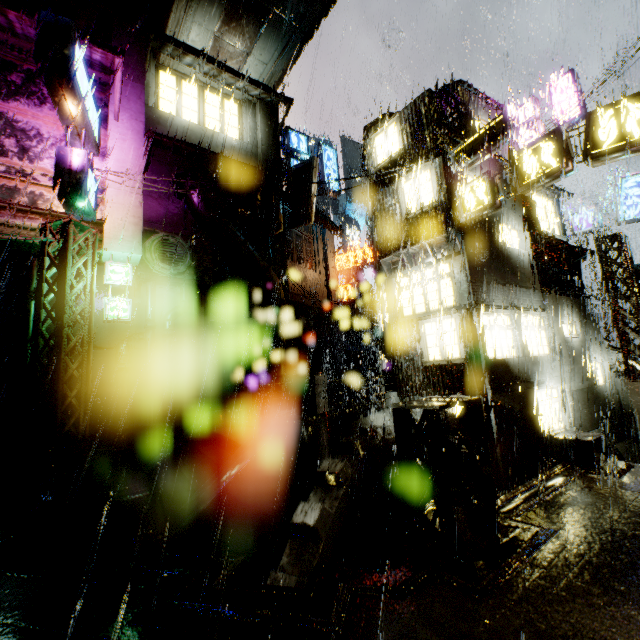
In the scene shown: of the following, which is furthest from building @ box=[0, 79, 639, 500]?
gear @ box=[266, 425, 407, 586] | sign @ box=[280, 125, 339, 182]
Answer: sign @ box=[280, 125, 339, 182]

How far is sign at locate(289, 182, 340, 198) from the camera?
15.53m

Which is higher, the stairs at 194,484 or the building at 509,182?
the building at 509,182

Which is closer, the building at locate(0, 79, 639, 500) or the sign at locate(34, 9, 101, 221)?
the sign at locate(34, 9, 101, 221)

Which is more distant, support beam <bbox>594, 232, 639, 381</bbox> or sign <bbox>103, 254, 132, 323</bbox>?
support beam <bbox>594, 232, 639, 381</bbox>

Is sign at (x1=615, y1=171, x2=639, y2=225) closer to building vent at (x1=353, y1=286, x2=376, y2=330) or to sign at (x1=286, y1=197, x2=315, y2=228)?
sign at (x1=286, y1=197, x2=315, y2=228)

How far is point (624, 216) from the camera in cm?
1582

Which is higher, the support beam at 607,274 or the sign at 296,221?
the sign at 296,221
